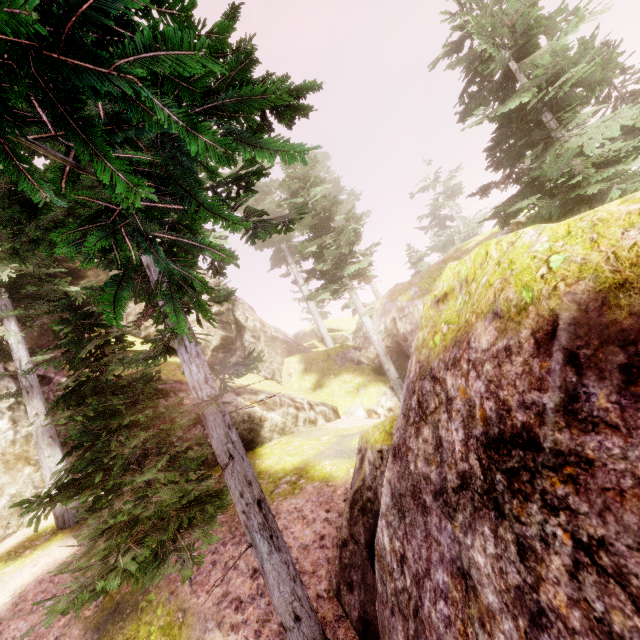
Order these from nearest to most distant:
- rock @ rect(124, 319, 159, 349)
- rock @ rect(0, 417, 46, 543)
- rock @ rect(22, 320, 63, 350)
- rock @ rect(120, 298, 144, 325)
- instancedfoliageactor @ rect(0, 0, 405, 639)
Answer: instancedfoliageactor @ rect(0, 0, 405, 639)
rock @ rect(0, 417, 46, 543)
rock @ rect(22, 320, 63, 350)
rock @ rect(124, 319, 159, 349)
rock @ rect(120, 298, 144, 325)

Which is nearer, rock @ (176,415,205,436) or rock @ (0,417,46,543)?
rock @ (0,417,46,543)

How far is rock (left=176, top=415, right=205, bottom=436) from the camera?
13.02m

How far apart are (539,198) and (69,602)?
13.98m

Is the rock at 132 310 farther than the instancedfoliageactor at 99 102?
Yes

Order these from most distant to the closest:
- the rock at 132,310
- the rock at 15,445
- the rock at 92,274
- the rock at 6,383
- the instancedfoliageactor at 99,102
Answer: the rock at 132,310 → the rock at 92,274 → the rock at 6,383 → the rock at 15,445 → the instancedfoliageactor at 99,102
